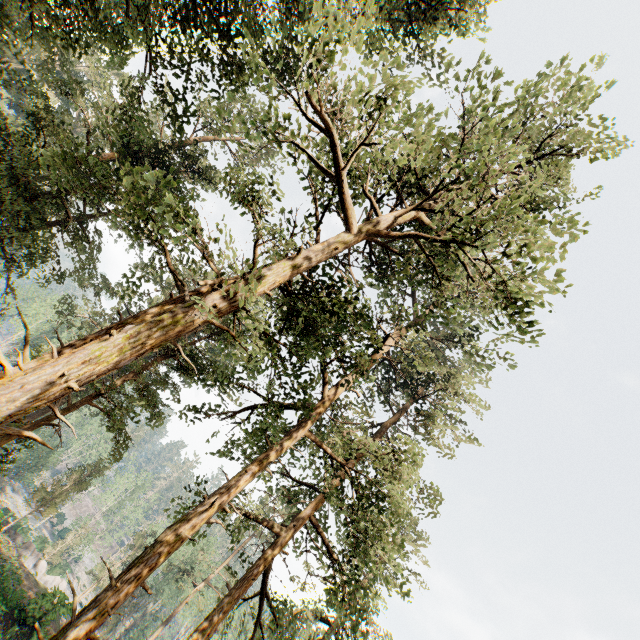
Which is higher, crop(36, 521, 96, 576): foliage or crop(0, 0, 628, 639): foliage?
crop(0, 0, 628, 639): foliage

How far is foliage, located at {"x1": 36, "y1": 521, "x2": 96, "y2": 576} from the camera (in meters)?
44.22

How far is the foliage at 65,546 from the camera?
44.22m

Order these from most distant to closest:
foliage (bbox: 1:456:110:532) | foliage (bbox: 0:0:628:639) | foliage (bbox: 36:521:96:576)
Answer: foliage (bbox: 36:521:96:576) → foliage (bbox: 1:456:110:532) → foliage (bbox: 0:0:628:639)

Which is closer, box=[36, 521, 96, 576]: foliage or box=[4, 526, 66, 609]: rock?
box=[4, 526, 66, 609]: rock

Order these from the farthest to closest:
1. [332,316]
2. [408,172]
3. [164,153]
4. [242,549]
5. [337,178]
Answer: [242,549] < [164,153] < [408,172] < [332,316] < [337,178]

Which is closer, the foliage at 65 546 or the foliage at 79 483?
the foliage at 79 483

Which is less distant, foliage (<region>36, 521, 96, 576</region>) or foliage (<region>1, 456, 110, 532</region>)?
foliage (<region>1, 456, 110, 532</region>)
